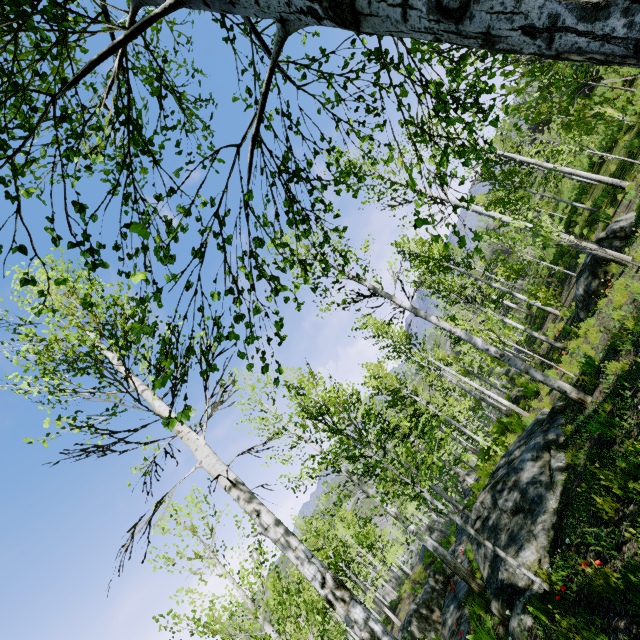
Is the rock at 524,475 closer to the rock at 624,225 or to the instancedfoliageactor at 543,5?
the instancedfoliageactor at 543,5

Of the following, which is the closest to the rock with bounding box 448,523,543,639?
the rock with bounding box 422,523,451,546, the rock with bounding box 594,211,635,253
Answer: the rock with bounding box 594,211,635,253

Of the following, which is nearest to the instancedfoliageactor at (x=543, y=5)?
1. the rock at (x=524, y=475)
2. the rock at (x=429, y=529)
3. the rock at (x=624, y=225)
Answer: the rock at (x=524, y=475)

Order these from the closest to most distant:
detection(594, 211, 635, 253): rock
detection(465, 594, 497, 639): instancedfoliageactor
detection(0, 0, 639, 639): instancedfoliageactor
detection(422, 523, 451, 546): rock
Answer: detection(0, 0, 639, 639): instancedfoliageactor, detection(465, 594, 497, 639): instancedfoliageactor, detection(594, 211, 635, 253): rock, detection(422, 523, 451, 546): rock

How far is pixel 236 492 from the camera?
4.0 meters

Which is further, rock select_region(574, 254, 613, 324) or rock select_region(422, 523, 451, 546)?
rock select_region(422, 523, 451, 546)

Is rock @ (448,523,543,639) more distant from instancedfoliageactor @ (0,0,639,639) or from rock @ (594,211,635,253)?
rock @ (594,211,635,253)

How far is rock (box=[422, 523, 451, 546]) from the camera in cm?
2501
